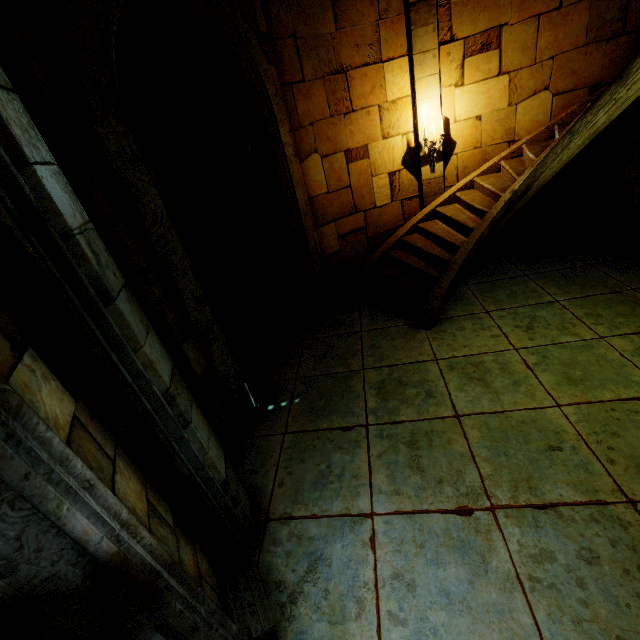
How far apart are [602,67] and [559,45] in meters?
0.8

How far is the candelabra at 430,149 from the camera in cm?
640

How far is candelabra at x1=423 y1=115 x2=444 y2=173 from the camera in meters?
6.4
